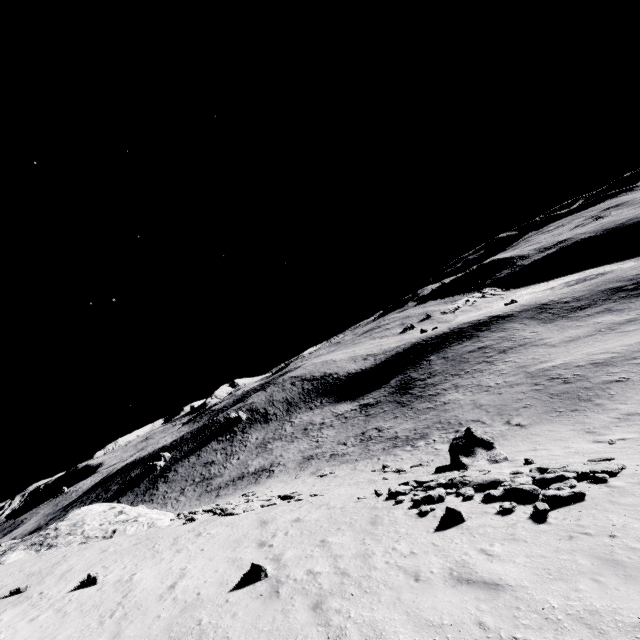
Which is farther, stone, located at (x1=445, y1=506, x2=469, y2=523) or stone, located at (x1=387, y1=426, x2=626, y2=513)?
stone, located at (x1=387, y1=426, x2=626, y2=513)

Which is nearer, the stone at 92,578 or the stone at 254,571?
the stone at 254,571

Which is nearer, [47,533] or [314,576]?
[314,576]

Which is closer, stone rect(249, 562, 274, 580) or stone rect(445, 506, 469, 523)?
stone rect(249, 562, 274, 580)

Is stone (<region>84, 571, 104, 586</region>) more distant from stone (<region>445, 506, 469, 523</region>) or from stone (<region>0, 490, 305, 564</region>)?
stone (<region>445, 506, 469, 523</region>)

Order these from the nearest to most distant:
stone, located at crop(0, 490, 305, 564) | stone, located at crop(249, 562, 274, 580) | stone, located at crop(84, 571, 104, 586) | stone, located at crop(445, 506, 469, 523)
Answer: stone, located at crop(249, 562, 274, 580) → stone, located at crop(445, 506, 469, 523) → stone, located at crop(84, 571, 104, 586) → stone, located at crop(0, 490, 305, 564)

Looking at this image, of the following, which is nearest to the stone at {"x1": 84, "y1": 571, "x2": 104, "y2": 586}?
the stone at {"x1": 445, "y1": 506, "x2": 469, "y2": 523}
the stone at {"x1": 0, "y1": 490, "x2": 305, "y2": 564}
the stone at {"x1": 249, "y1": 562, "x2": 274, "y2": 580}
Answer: the stone at {"x1": 249, "y1": 562, "x2": 274, "y2": 580}

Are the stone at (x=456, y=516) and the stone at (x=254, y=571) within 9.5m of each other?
yes
